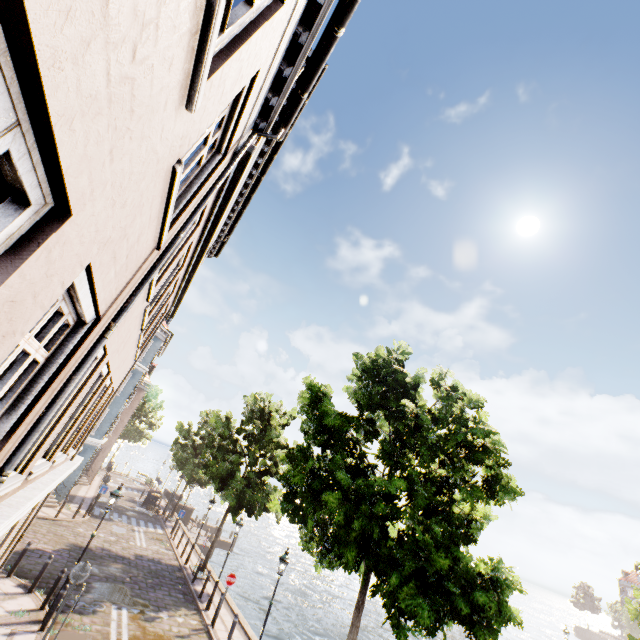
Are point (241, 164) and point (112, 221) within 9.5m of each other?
yes

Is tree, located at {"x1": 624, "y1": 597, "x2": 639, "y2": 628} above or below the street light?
above

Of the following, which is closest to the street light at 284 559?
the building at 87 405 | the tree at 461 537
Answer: the tree at 461 537

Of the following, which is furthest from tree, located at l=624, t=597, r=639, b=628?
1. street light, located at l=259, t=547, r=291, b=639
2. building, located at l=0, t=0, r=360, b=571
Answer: building, located at l=0, t=0, r=360, b=571

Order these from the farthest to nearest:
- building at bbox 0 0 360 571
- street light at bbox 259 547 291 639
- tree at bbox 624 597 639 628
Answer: tree at bbox 624 597 639 628 → street light at bbox 259 547 291 639 → building at bbox 0 0 360 571

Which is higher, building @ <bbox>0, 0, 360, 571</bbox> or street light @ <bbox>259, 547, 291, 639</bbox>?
building @ <bbox>0, 0, 360, 571</bbox>
